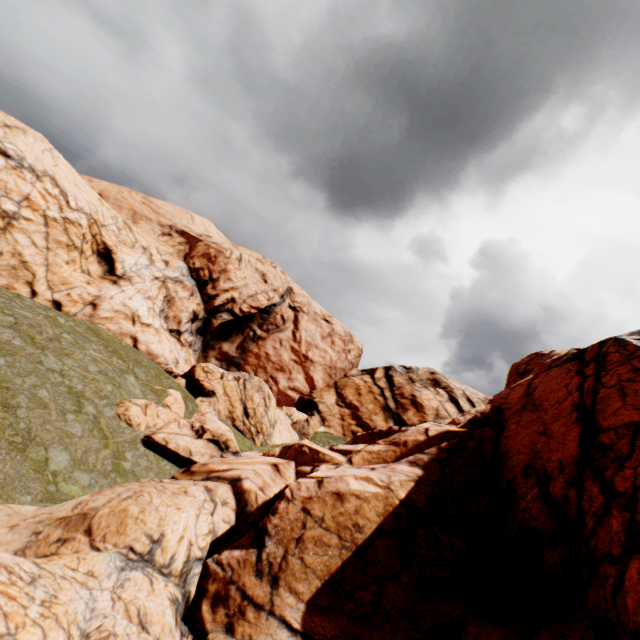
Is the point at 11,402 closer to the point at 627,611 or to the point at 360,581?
the point at 360,581
